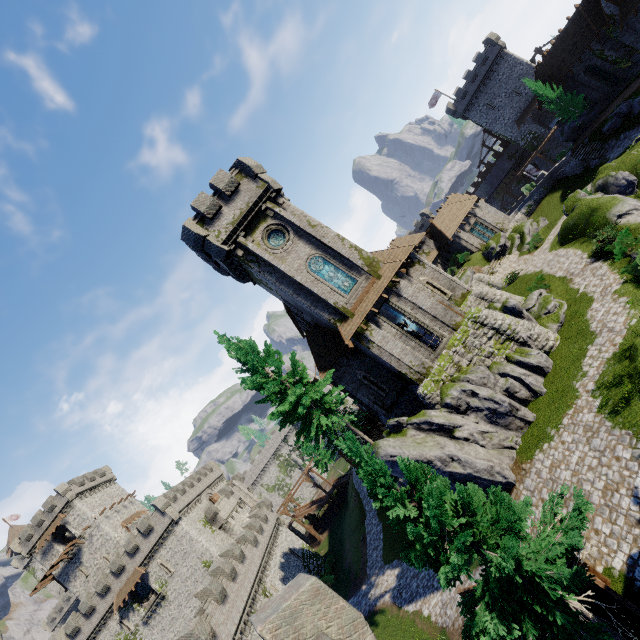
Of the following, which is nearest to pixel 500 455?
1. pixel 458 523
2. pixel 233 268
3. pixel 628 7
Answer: pixel 458 523

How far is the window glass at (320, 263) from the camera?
22.8m

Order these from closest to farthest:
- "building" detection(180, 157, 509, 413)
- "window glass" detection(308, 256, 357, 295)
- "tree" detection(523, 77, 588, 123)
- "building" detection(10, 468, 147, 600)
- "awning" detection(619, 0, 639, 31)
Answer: "building" detection(180, 157, 509, 413)
"window glass" detection(308, 256, 357, 295)
"awning" detection(619, 0, 639, 31)
"tree" detection(523, 77, 588, 123)
"building" detection(10, 468, 147, 600)

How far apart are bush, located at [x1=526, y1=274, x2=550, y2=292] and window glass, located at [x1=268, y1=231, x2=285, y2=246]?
19.0m

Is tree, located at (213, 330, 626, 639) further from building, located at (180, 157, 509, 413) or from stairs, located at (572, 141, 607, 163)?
stairs, located at (572, 141, 607, 163)

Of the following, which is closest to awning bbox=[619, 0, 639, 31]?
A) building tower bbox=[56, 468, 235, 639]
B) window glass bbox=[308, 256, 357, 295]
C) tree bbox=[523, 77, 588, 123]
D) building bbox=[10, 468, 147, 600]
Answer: tree bbox=[523, 77, 588, 123]

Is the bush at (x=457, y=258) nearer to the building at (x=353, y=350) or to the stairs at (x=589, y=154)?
the building at (x=353, y=350)

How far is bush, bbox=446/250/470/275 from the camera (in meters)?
41.25
